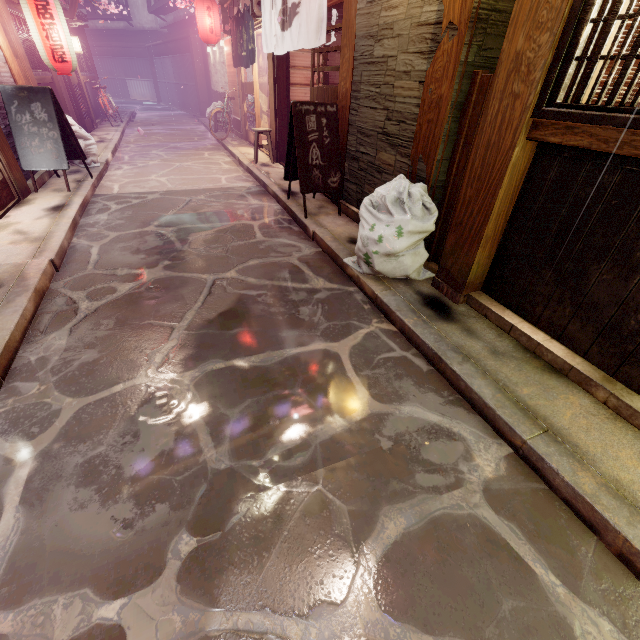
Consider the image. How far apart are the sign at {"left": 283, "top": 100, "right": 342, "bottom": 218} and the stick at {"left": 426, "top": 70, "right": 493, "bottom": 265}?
3.2 meters

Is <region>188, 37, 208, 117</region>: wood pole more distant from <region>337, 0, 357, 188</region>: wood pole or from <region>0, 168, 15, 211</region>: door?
<region>337, 0, 357, 188</region>: wood pole

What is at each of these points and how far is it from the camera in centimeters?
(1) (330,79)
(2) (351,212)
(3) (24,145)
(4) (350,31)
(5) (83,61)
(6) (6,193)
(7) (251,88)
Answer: (1) building, 1432cm
(2) foundation, 926cm
(3) sign, 963cm
(4) wood pole, 779cm
(5) window grill, 2266cm
(6) door, 884cm
(7) door, 1744cm

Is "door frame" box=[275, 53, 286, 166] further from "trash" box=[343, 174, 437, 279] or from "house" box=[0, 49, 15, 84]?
"house" box=[0, 49, 15, 84]

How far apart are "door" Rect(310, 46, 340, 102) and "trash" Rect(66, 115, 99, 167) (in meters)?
8.68

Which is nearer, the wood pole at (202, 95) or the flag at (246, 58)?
the flag at (246, 58)

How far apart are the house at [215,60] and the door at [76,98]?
9.1 meters

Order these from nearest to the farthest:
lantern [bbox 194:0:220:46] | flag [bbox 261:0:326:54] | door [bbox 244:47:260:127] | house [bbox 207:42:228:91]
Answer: flag [bbox 261:0:326:54]
door [bbox 244:47:260:127]
lantern [bbox 194:0:220:46]
house [bbox 207:42:228:91]
